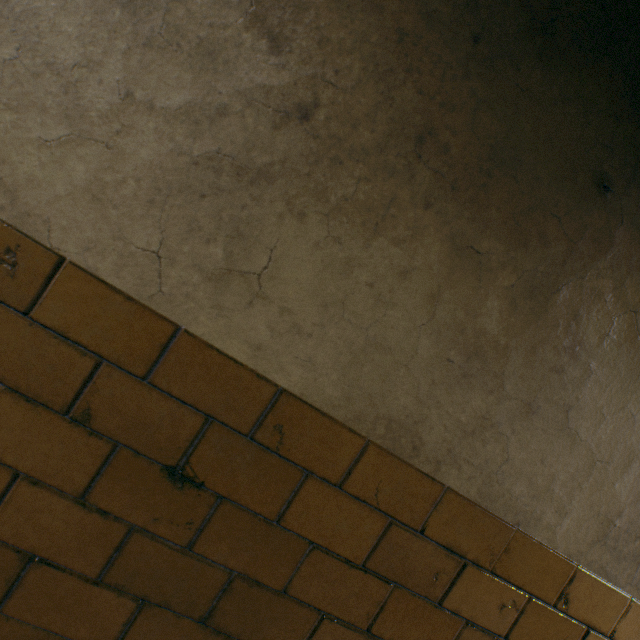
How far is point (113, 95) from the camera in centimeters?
64cm
